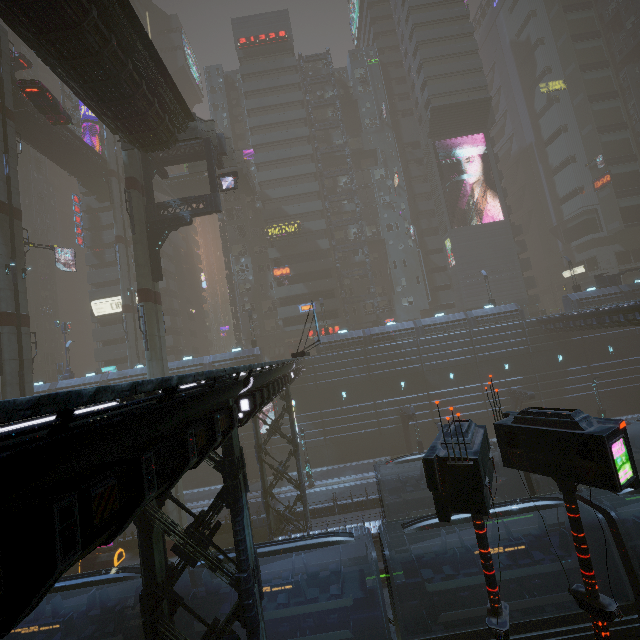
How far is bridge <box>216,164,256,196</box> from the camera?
43.31m

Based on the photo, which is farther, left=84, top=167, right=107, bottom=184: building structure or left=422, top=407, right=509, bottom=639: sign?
left=84, top=167, right=107, bottom=184: building structure

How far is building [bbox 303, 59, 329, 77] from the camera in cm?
5325

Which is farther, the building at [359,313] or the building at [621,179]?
the building at [621,179]

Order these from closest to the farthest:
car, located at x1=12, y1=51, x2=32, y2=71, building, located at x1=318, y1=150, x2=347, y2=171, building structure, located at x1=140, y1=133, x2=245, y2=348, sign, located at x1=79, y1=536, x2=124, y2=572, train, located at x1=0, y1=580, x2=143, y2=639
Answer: train, located at x1=0, y1=580, x2=143, y2=639 → sign, located at x1=79, y1=536, x2=124, y2=572 → building structure, located at x1=140, y1=133, x2=245, y2=348 → car, located at x1=12, y1=51, x2=32, y2=71 → building, located at x1=318, y1=150, x2=347, y2=171

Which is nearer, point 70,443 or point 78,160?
point 70,443

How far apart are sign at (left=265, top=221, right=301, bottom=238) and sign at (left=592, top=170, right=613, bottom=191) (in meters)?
53.02

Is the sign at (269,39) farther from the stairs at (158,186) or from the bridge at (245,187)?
the stairs at (158,186)
